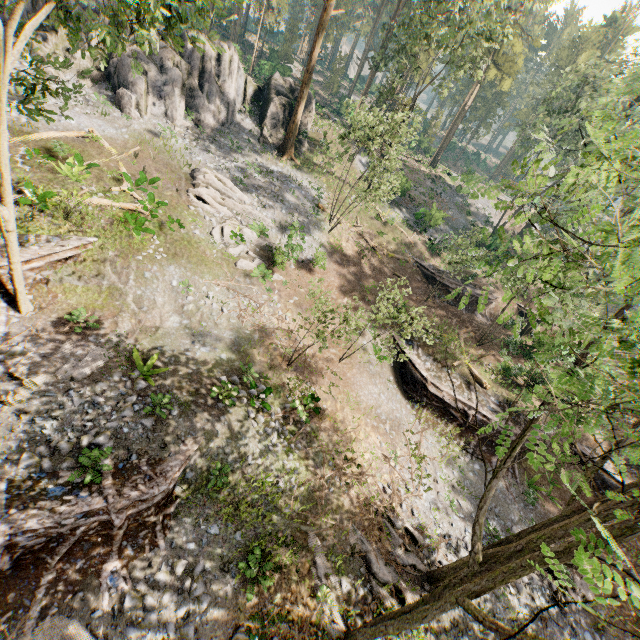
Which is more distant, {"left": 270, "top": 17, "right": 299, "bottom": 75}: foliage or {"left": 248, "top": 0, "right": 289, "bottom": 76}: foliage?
{"left": 270, "top": 17, "right": 299, "bottom": 75}: foliage

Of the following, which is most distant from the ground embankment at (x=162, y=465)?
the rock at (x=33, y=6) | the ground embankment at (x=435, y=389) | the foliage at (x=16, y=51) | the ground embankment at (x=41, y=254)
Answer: the rock at (x=33, y=6)

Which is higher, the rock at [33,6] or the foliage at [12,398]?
the rock at [33,6]

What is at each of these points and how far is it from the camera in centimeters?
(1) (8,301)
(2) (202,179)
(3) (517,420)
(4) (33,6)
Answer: (1) ground embankment, 1316cm
(2) foliage, 2205cm
(3) ground embankment, 2123cm
(4) rock, 2212cm

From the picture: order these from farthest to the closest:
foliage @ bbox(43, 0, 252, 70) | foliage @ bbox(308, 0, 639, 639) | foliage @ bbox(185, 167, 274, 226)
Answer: foliage @ bbox(185, 167, 274, 226) → foliage @ bbox(43, 0, 252, 70) → foliage @ bbox(308, 0, 639, 639)

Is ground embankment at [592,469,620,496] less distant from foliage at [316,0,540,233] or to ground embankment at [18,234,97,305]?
foliage at [316,0,540,233]

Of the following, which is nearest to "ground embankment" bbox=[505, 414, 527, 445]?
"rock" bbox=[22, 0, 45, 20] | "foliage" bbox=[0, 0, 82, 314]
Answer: "foliage" bbox=[0, 0, 82, 314]

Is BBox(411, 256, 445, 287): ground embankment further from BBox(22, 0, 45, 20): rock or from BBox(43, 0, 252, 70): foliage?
BBox(22, 0, 45, 20): rock
